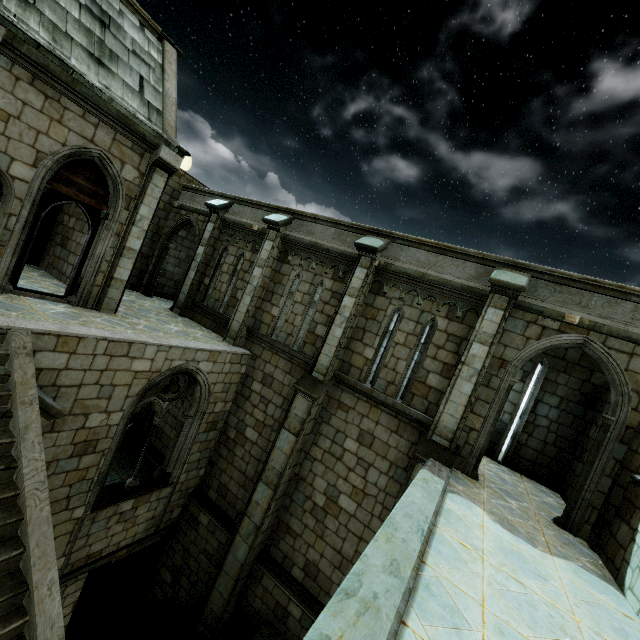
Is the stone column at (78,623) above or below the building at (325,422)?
below

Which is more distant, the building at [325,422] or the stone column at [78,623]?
the stone column at [78,623]

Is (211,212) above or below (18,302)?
above

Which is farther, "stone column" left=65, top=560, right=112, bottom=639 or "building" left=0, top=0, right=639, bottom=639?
"stone column" left=65, top=560, right=112, bottom=639

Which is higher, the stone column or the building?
the building
